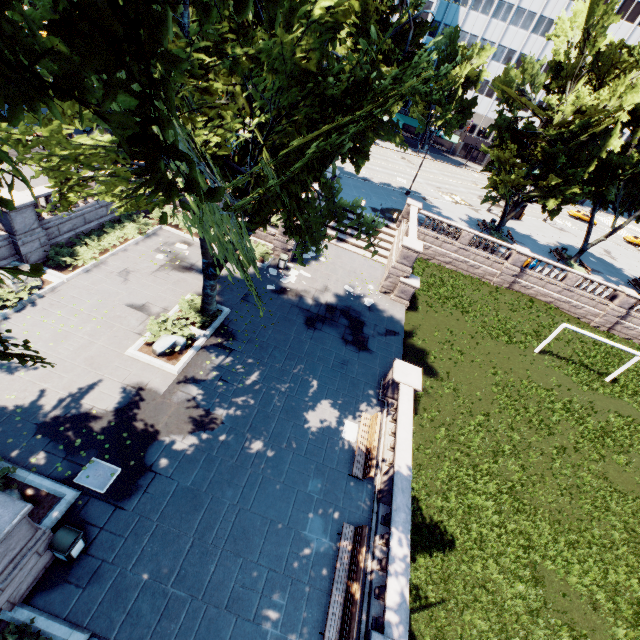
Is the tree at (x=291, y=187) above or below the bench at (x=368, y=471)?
above

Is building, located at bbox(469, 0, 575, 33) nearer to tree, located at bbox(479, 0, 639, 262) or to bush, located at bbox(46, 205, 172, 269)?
tree, located at bbox(479, 0, 639, 262)

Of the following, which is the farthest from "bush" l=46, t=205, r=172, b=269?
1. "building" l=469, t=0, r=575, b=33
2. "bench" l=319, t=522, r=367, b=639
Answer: "building" l=469, t=0, r=575, b=33

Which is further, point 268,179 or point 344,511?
point 344,511

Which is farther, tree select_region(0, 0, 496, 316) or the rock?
the rock

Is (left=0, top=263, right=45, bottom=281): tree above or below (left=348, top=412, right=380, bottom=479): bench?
above

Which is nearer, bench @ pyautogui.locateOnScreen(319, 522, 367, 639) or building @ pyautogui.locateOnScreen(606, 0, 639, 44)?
bench @ pyautogui.locateOnScreen(319, 522, 367, 639)

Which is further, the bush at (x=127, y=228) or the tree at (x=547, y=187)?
the tree at (x=547, y=187)
